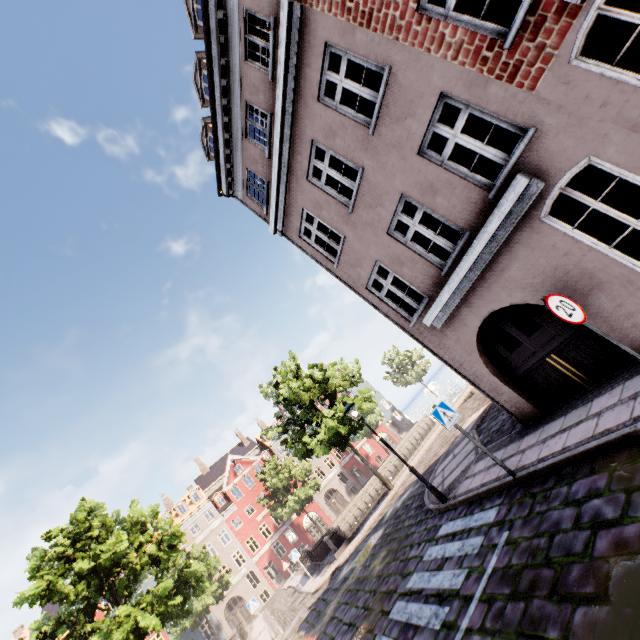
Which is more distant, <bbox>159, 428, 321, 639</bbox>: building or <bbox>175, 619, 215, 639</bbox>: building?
<bbox>159, 428, 321, 639</bbox>: building

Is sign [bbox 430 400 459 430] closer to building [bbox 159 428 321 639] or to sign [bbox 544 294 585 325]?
building [bbox 159 428 321 639]

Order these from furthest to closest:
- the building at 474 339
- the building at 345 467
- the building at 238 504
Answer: the building at 345 467
the building at 238 504
the building at 474 339

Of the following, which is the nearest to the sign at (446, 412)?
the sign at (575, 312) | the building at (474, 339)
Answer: the building at (474, 339)

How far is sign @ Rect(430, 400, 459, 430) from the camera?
6.8m

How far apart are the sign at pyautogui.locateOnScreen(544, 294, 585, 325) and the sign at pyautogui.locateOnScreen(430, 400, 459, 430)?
3.44m

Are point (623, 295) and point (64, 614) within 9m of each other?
no

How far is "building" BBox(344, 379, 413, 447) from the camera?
51.2 meters
